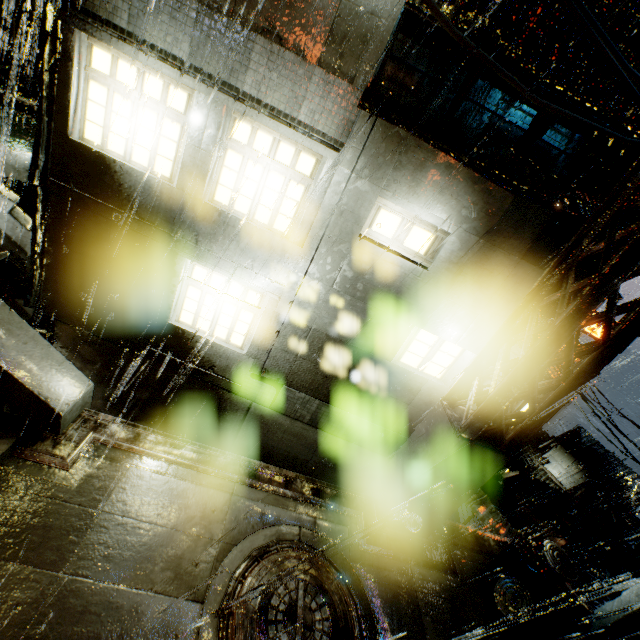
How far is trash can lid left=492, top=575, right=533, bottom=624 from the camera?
6.6 meters

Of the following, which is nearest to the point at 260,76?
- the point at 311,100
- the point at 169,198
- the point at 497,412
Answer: the point at 311,100

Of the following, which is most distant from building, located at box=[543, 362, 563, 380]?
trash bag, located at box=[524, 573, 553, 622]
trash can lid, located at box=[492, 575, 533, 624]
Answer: trash can lid, located at box=[492, 575, 533, 624]

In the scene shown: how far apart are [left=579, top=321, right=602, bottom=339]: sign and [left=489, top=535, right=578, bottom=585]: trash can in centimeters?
1985cm

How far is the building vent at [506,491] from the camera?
24.9m

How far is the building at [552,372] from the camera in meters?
6.6

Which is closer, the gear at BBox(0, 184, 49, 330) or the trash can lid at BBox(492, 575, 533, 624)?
the trash can lid at BBox(492, 575, 533, 624)

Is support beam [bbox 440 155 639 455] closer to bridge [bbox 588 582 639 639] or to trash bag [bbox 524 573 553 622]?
trash bag [bbox 524 573 553 622]
